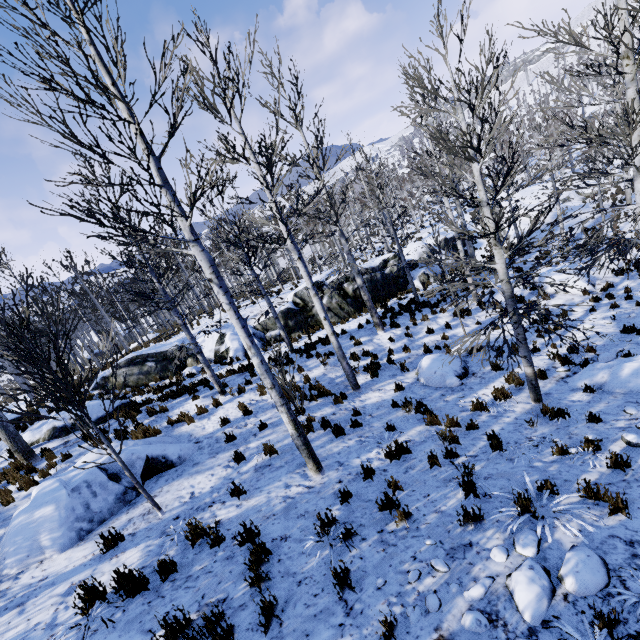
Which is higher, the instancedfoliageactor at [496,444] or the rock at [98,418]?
the rock at [98,418]

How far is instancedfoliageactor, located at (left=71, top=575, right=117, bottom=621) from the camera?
4.0 meters

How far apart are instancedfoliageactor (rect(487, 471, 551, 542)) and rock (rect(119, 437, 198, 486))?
6.31m

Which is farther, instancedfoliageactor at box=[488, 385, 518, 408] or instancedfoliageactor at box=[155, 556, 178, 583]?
instancedfoliageactor at box=[488, 385, 518, 408]

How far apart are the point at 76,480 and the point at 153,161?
6.5 meters

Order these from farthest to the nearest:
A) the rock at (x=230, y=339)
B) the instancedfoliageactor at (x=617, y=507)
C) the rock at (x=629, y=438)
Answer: the rock at (x=230, y=339), the rock at (x=629, y=438), the instancedfoliageactor at (x=617, y=507)

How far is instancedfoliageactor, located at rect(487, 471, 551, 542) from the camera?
3.8 meters

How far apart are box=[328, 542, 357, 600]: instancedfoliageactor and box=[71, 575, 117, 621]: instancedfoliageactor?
2.7 meters
